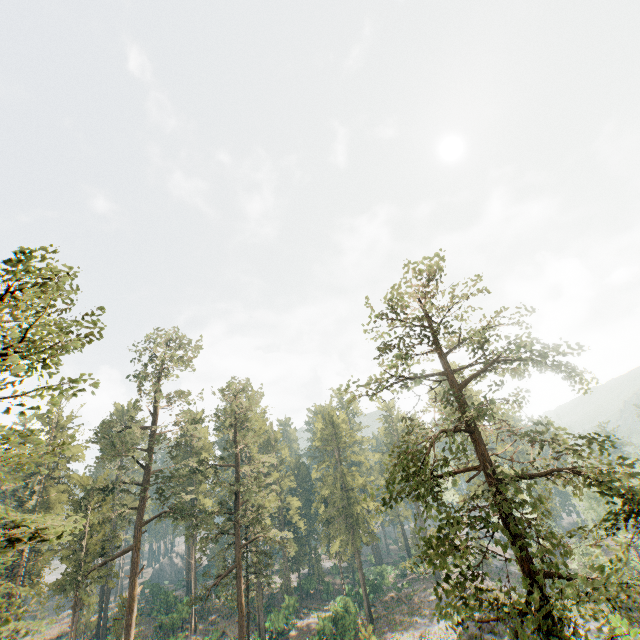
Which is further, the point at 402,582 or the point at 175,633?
the point at 402,582

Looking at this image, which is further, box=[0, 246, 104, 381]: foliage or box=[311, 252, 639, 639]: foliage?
box=[0, 246, 104, 381]: foliage

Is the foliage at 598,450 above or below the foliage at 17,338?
below

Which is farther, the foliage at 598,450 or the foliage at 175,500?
the foliage at 175,500

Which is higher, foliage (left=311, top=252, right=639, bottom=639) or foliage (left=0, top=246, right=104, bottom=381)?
foliage (left=0, top=246, right=104, bottom=381)
